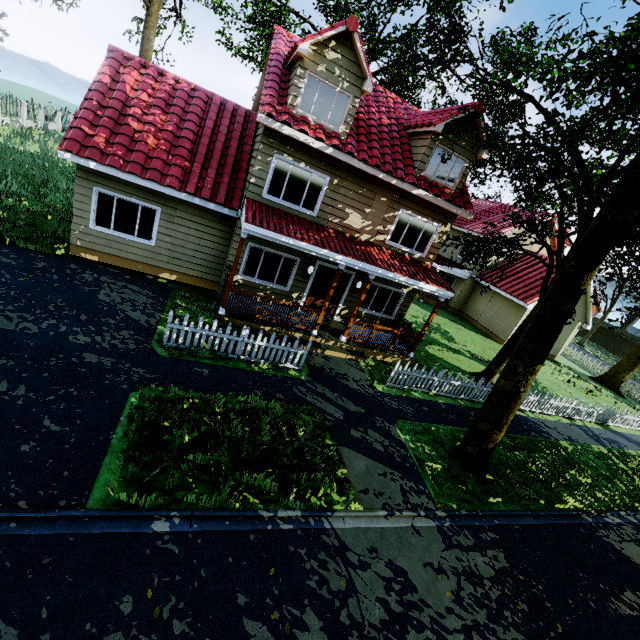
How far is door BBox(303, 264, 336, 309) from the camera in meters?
12.6

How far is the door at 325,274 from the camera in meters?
12.6 m

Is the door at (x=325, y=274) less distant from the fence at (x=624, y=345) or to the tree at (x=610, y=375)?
the fence at (x=624, y=345)

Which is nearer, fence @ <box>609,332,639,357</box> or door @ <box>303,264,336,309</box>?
door @ <box>303,264,336,309</box>

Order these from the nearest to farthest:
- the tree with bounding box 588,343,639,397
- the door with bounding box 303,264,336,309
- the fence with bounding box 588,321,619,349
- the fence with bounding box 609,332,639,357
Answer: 1. the door with bounding box 303,264,336,309
2. the tree with bounding box 588,343,639,397
3. the fence with bounding box 609,332,639,357
4. the fence with bounding box 588,321,619,349

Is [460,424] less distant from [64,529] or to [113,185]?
[64,529]

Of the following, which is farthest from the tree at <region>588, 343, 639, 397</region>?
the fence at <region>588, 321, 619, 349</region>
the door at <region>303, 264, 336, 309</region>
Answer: the door at <region>303, 264, 336, 309</region>
